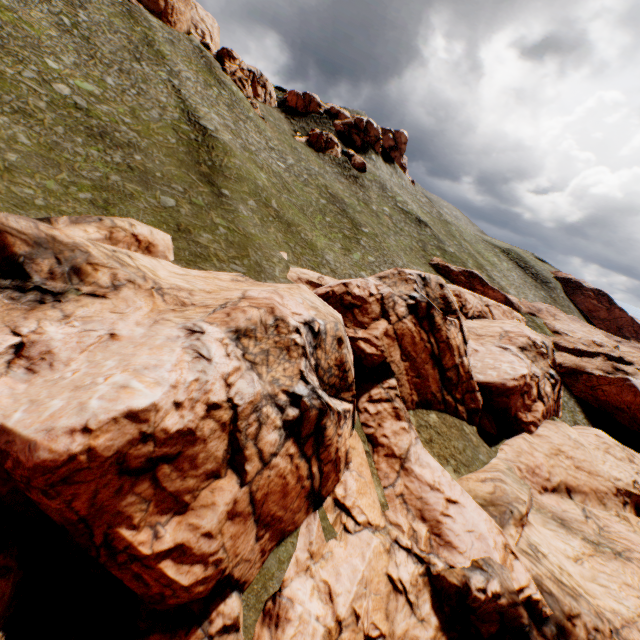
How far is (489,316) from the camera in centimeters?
4328cm

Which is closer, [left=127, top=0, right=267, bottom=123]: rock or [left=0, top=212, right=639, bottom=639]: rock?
[left=0, top=212, right=639, bottom=639]: rock

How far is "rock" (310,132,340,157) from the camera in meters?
59.2

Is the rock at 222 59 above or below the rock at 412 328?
above

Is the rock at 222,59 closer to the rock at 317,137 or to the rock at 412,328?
the rock at 317,137

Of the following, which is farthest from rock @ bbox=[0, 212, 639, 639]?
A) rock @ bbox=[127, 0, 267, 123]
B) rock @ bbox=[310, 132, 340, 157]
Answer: rock @ bbox=[127, 0, 267, 123]
